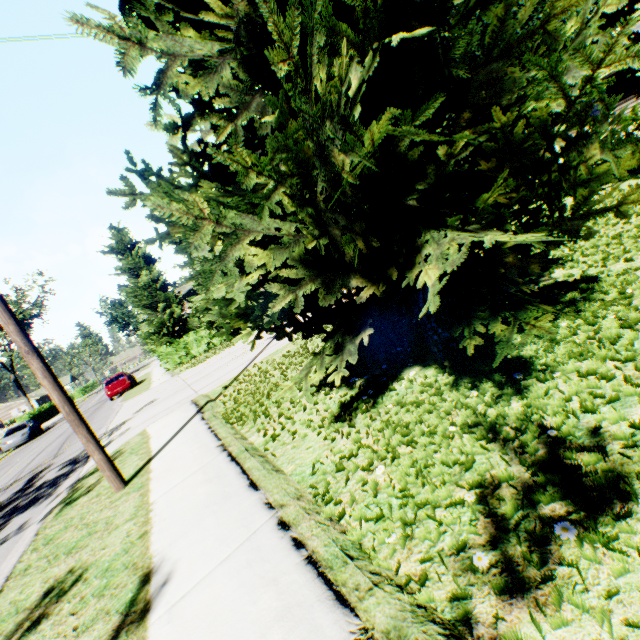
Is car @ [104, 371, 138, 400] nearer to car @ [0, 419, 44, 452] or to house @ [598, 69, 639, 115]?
car @ [0, 419, 44, 452]

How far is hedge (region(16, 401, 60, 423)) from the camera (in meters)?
39.47

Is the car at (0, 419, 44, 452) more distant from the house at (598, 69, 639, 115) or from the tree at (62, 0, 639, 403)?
the house at (598, 69, 639, 115)

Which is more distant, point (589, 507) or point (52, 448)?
point (52, 448)

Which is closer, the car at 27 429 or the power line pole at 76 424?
the power line pole at 76 424

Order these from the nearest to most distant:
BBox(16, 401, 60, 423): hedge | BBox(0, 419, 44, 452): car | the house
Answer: the house → BBox(0, 419, 44, 452): car → BBox(16, 401, 60, 423): hedge

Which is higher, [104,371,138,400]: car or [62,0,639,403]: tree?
[62,0,639,403]: tree

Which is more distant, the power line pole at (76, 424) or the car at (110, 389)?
the car at (110, 389)
